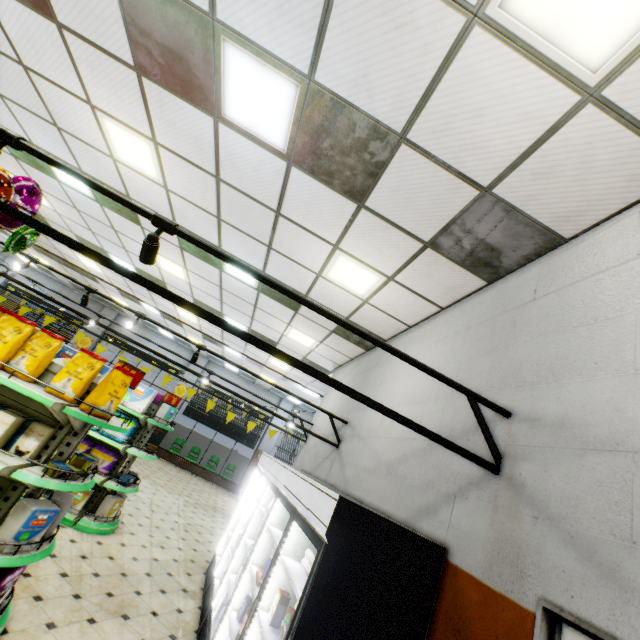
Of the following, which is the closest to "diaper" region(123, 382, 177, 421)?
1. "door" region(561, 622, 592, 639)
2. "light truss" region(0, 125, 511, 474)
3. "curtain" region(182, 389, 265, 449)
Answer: "light truss" region(0, 125, 511, 474)

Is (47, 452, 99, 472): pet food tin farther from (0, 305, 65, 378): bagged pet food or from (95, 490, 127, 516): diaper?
(95, 490, 127, 516): diaper

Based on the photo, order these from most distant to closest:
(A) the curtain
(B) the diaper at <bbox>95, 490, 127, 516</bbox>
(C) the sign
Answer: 1. (A) the curtain
2. (C) the sign
3. (B) the diaper at <bbox>95, 490, 127, 516</bbox>

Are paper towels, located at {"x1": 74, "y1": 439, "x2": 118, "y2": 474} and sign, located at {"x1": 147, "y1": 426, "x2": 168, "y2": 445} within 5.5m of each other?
no

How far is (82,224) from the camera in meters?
7.8

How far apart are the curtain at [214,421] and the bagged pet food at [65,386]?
13.6m

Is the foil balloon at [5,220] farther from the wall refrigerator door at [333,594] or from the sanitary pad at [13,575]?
the wall refrigerator door at [333,594]

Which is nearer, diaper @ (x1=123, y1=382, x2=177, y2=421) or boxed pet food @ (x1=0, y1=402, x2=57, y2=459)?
boxed pet food @ (x1=0, y1=402, x2=57, y2=459)
